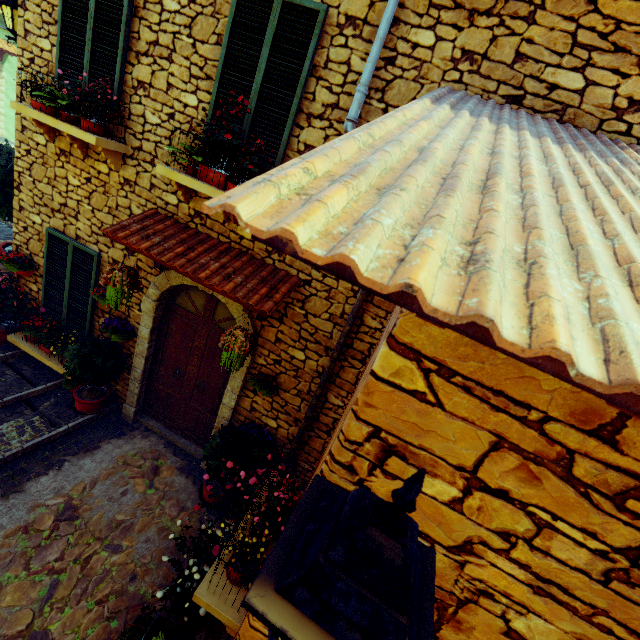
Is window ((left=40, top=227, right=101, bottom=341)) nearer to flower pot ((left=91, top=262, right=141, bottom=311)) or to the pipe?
flower pot ((left=91, top=262, right=141, bottom=311))

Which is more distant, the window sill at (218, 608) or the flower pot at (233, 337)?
the flower pot at (233, 337)

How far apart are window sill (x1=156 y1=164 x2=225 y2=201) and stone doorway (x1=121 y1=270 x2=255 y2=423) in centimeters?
64cm

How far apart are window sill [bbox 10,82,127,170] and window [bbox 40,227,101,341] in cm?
127

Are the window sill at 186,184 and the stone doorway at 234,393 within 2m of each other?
yes

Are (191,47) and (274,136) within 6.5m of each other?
yes

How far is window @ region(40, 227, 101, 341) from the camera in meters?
5.1 m

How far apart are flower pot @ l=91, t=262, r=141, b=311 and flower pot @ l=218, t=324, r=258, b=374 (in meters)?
1.47
